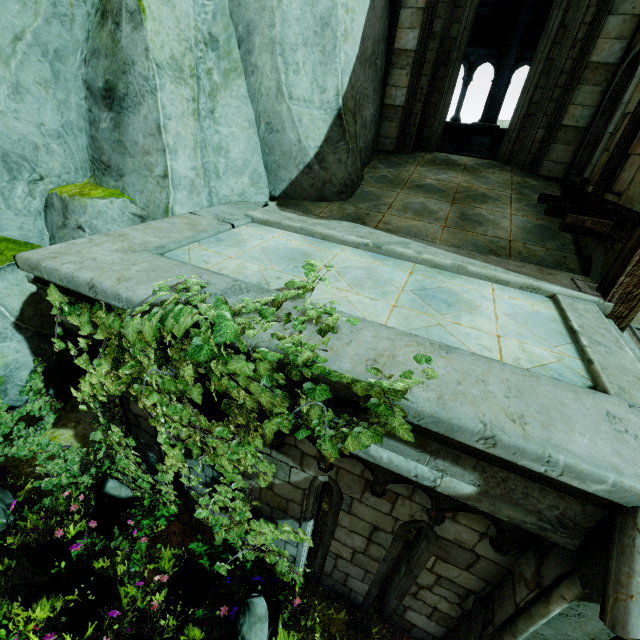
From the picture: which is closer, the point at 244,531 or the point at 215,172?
the point at 244,531

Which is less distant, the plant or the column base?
the plant

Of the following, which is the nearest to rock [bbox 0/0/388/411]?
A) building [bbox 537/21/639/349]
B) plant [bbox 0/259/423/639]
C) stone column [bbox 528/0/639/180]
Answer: plant [bbox 0/259/423/639]

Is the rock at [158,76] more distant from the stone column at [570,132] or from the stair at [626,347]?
the stone column at [570,132]

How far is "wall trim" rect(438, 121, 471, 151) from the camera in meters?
11.2

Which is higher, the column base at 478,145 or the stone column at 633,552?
the column base at 478,145

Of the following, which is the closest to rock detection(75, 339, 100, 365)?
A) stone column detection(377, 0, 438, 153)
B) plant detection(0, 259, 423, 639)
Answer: stone column detection(377, 0, 438, 153)

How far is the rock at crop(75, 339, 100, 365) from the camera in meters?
6.5
